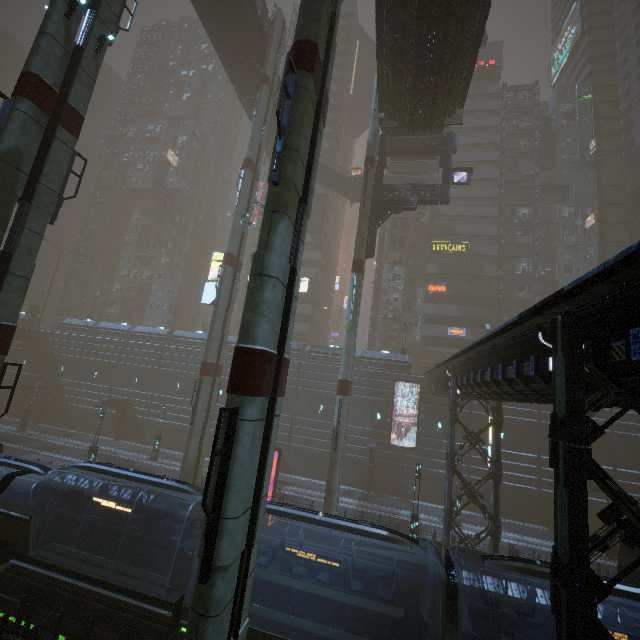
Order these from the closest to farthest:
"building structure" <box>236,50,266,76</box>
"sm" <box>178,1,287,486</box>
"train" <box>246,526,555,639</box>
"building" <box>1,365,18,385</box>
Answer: "train" <box>246,526,555,639</box> → "sm" <box>178,1,287,486</box> → "building structure" <box>236,50,266,76</box> → "building" <box>1,365,18,385</box>

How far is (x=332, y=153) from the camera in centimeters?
5694cm

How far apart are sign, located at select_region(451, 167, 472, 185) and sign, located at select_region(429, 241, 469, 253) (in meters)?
20.03

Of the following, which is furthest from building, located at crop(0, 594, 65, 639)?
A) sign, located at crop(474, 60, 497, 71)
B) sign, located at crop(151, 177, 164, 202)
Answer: sign, located at crop(474, 60, 497, 71)

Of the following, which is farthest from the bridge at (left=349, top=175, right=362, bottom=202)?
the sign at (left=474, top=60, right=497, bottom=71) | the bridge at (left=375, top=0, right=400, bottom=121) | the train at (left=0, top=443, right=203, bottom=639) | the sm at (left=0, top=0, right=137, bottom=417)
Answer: the train at (left=0, top=443, right=203, bottom=639)

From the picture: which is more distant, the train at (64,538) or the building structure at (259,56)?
the building structure at (259,56)

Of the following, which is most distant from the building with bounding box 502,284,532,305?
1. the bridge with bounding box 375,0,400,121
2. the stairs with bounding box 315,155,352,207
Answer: the stairs with bounding box 315,155,352,207

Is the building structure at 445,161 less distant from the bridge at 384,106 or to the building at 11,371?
the building at 11,371
